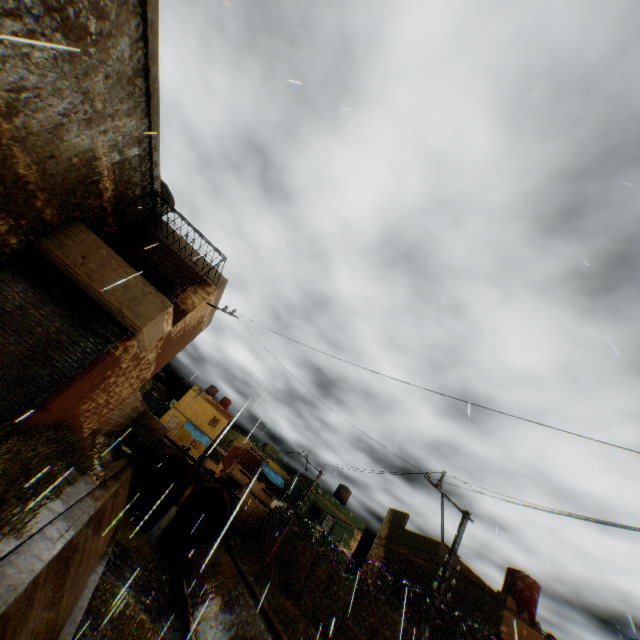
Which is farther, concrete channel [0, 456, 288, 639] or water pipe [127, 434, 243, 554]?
water pipe [127, 434, 243, 554]

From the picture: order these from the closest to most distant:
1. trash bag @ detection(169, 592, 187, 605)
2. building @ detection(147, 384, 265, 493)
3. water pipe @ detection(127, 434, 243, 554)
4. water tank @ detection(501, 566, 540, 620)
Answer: trash bag @ detection(169, 592, 187, 605)
water tank @ detection(501, 566, 540, 620)
water pipe @ detection(127, 434, 243, 554)
building @ detection(147, 384, 265, 493)

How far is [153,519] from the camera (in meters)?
23.73

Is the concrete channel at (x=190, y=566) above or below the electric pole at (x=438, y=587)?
below

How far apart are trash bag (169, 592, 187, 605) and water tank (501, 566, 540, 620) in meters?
16.3 m

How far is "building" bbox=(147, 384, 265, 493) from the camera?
41.47m

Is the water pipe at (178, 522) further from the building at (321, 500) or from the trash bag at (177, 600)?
the trash bag at (177, 600)
